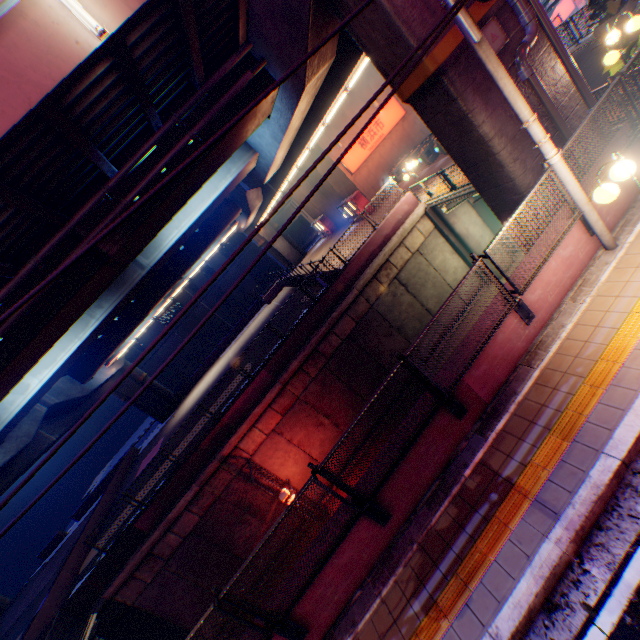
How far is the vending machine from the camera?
24.79m

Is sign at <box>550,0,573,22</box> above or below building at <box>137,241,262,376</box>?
below

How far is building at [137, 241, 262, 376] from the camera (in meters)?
44.19

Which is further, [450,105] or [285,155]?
[285,155]

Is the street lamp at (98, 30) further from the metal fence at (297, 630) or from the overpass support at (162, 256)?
the metal fence at (297, 630)

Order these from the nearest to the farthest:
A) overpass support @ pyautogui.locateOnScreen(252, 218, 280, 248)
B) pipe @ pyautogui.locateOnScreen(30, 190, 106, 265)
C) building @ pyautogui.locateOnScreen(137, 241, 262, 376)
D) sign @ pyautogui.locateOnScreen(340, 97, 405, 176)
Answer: pipe @ pyautogui.locateOnScreen(30, 190, 106, 265) → sign @ pyautogui.locateOnScreen(340, 97, 405, 176) → overpass support @ pyautogui.locateOnScreen(252, 218, 280, 248) → building @ pyautogui.locateOnScreen(137, 241, 262, 376)

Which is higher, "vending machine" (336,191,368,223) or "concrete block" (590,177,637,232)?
"vending machine" (336,191,368,223)

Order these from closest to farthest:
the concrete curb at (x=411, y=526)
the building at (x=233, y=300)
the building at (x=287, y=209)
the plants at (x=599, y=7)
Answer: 1. the concrete curb at (x=411, y=526)
2. the plants at (x=599, y=7)
3. the building at (x=233, y=300)
4. the building at (x=287, y=209)
